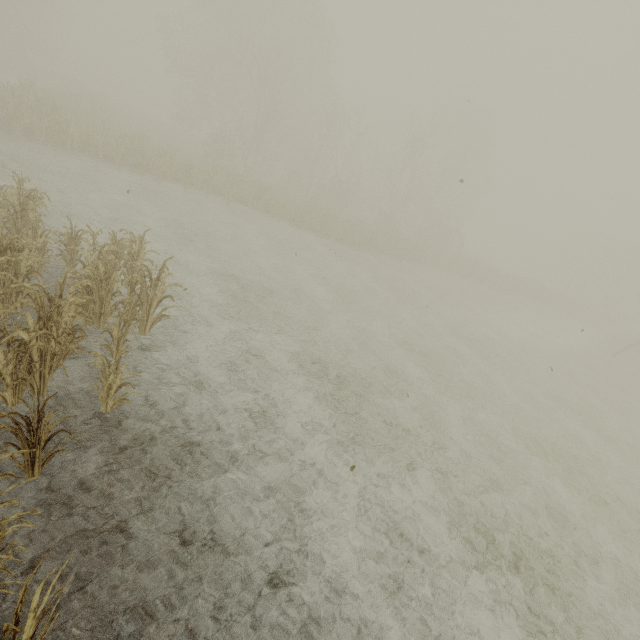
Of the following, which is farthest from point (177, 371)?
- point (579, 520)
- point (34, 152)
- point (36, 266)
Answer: point (34, 152)
